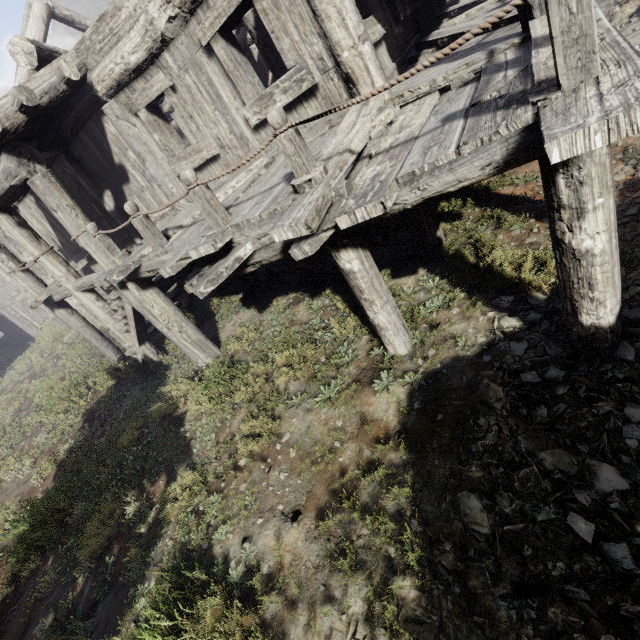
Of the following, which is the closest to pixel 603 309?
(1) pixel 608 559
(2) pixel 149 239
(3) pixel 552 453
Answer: (3) pixel 552 453
